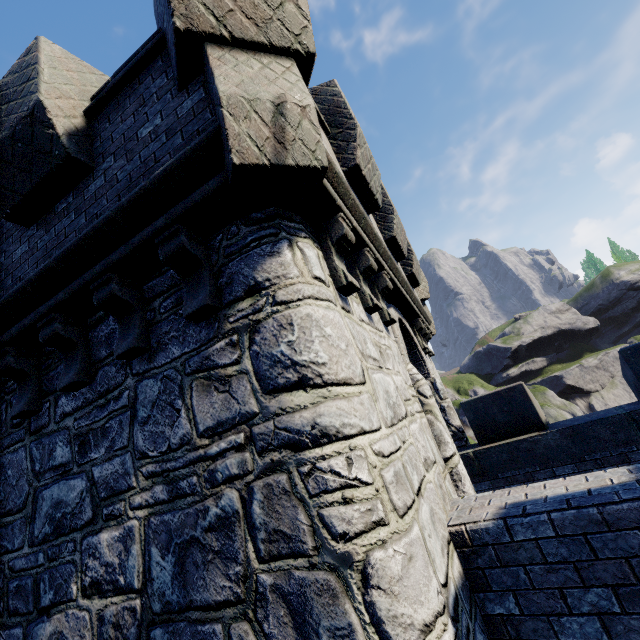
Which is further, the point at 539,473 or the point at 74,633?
the point at 539,473
